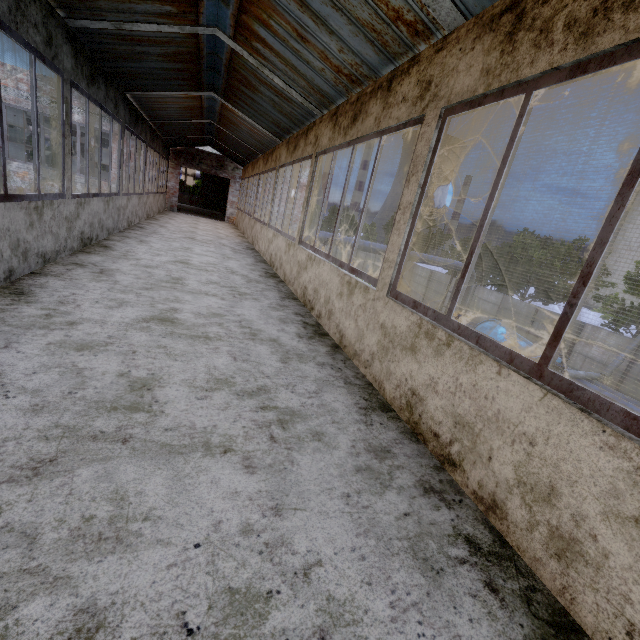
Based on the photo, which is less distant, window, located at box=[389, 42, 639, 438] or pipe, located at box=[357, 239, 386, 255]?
window, located at box=[389, 42, 639, 438]

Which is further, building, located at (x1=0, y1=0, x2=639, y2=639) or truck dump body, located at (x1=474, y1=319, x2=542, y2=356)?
truck dump body, located at (x1=474, y1=319, x2=542, y2=356)

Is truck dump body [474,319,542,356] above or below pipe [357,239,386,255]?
below

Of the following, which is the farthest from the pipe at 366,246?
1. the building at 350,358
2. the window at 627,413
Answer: the window at 627,413

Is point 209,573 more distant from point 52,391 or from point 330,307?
point 330,307

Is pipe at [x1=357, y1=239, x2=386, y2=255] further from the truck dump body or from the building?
the truck dump body

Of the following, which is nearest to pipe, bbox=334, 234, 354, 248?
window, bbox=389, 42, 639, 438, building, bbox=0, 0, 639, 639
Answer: building, bbox=0, 0, 639, 639
